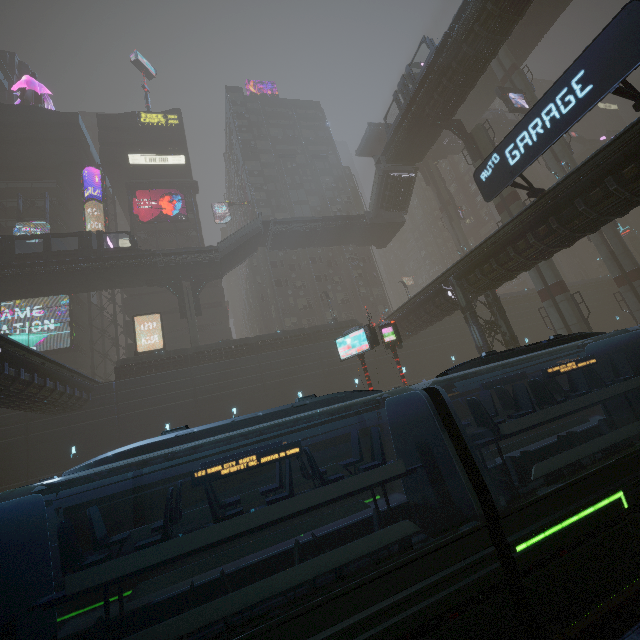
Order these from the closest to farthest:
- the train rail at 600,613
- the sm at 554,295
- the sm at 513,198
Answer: the train rail at 600,613 → the sm at 554,295 → the sm at 513,198

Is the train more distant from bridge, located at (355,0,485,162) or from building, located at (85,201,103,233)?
bridge, located at (355,0,485,162)

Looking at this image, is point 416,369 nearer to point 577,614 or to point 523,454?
point 523,454

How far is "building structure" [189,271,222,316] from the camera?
34.6m

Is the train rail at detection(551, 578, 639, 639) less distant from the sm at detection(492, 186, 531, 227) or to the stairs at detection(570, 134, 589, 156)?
the sm at detection(492, 186, 531, 227)

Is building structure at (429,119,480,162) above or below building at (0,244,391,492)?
above

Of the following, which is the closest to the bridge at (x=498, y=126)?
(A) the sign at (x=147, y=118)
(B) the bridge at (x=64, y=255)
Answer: (B) the bridge at (x=64, y=255)

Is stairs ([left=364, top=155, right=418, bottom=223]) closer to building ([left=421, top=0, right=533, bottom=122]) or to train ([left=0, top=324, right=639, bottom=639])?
building ([left=421, top=0, right=533, bottom=122])
